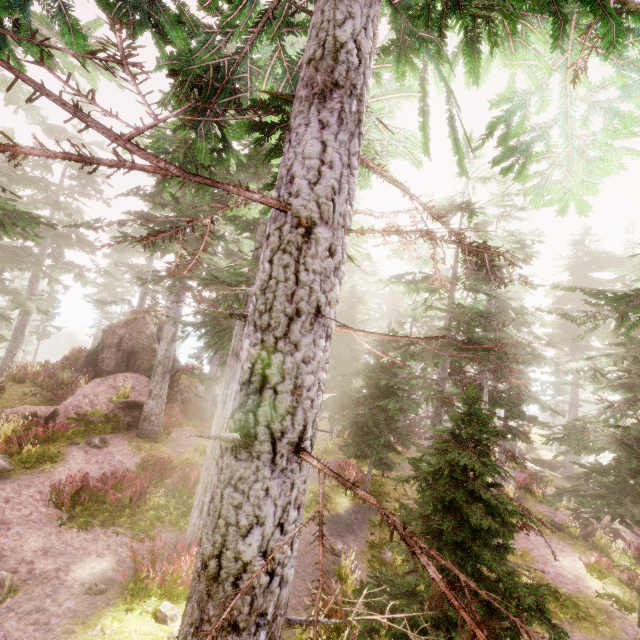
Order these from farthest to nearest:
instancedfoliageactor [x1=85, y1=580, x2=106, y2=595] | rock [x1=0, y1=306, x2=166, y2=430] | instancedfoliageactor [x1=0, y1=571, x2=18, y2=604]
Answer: rock [x1=0, y1=306, x2=166, y2=430] → instancedfoliageactor [x1=85, y1=580, x2=106, y2=595] → instancedfoliageactor [x1=0, y1=571, x2=18, y2=604]

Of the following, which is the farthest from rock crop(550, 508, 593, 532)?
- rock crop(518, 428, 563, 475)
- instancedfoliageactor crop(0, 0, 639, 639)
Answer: rock crop(518, 428, 563, 475)

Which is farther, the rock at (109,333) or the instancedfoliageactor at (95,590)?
the rock at (109,333)

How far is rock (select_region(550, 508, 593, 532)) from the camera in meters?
18.1

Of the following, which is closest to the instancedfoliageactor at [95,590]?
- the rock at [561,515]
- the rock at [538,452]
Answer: the rock at [538,452]

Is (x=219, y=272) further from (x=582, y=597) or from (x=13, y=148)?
(x=582, y=597)

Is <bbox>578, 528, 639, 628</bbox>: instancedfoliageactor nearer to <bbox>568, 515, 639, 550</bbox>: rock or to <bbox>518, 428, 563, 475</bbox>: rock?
<bbox>518, 428, 563, 475</bbox>: rock
